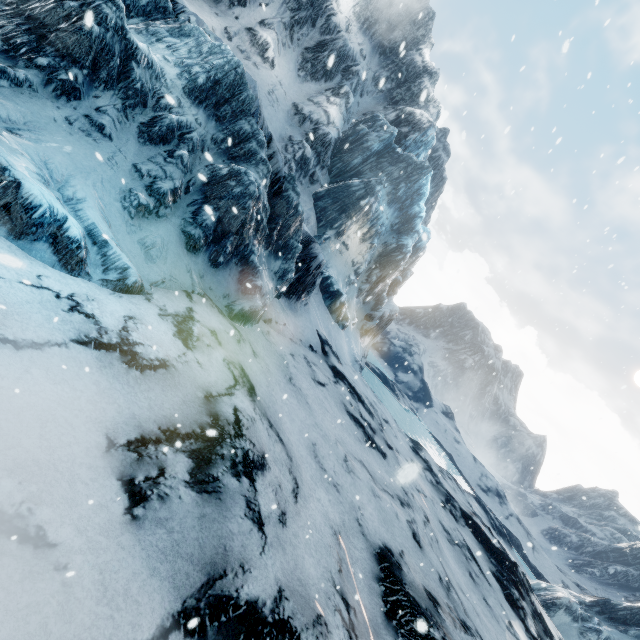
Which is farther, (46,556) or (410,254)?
(410,254)
